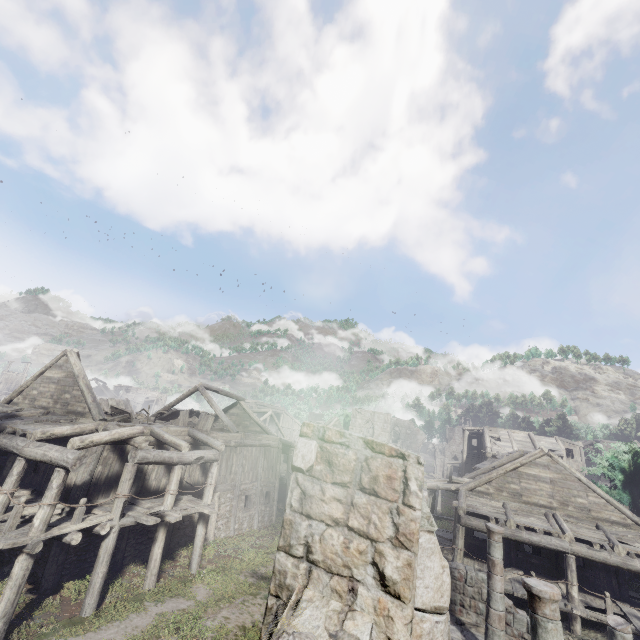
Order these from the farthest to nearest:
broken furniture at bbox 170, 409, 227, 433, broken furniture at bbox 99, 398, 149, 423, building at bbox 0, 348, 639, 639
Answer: broken furniture at bbox 170, 409, 227, 433, broken furniture at bbox 99, 398, 149, 423, building at bbox 0, 348, 639, 639

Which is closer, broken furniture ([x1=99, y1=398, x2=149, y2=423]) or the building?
the building

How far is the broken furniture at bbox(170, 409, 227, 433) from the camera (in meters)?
18.67

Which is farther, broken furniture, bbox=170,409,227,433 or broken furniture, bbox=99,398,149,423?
broken furniture, bbox=170,409,227,433

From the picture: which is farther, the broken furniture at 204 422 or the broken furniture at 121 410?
the broken furniture at 204 422

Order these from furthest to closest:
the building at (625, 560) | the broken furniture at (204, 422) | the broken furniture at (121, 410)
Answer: the broken furniture at (204, 422)
the broken furniture at (121, 410)
the building at (625, 560)

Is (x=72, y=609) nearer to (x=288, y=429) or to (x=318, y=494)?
(x=318, y=494)
